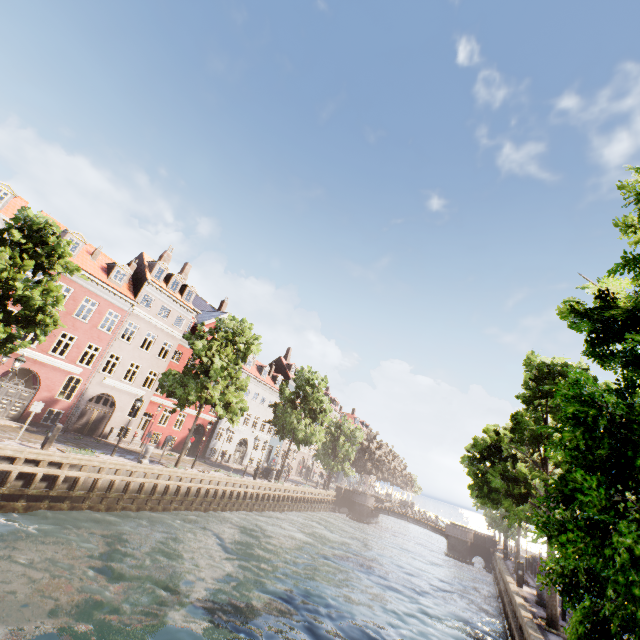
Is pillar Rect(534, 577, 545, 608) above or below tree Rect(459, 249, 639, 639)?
below

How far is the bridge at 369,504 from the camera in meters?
37.3 m

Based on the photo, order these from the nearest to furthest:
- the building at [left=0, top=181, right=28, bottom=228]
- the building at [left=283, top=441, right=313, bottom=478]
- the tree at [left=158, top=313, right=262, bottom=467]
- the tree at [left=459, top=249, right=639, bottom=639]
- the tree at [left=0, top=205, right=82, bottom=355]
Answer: the tree at [left=459, top=249, right=639, bottom=639], the tree at [left=0, top=205, right=82, bottom=355], the tree at [left=158, top=313, right=262, bottom=467], the building at [left=0, top=181, right=28, bottom=228], the building at [left=283, top=441, right=313, bottom=478]

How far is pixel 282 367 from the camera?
52.88m

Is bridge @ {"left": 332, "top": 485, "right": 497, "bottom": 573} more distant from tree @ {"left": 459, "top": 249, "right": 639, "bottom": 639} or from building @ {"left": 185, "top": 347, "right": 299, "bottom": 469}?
building @ {"left": 185, "top": 347, "right": 299, "bottom": 469}

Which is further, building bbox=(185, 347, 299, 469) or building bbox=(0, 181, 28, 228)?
building bbox=(185, 347, 299, 469)

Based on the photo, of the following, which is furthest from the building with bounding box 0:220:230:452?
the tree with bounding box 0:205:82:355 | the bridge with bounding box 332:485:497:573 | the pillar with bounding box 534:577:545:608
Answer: the bridge with bounding box 332:485:497:573

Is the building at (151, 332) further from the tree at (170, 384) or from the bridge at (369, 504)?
the bridge at (369, 504)
